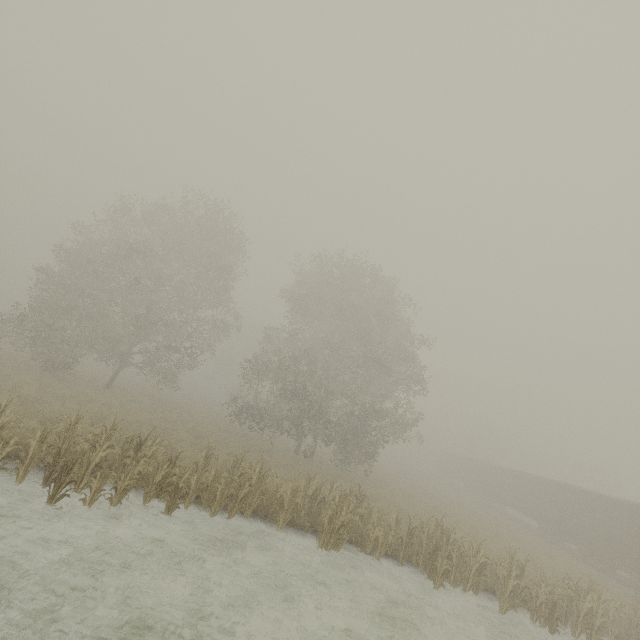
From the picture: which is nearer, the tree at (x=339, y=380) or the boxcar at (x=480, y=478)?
the tree at (x=339, y=380)

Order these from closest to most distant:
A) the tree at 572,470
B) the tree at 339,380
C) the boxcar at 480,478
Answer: the tree at 339,380 < the boxcar at 480,478 < the tree at 572,470

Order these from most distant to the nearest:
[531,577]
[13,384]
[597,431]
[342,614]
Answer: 1. [597,431]
2. [13,384]
3. [531,577]
4. [342,614]

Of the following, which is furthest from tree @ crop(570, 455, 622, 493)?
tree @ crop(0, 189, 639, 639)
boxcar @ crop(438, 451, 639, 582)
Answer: tree @ crop(0, 189, 639, 639)

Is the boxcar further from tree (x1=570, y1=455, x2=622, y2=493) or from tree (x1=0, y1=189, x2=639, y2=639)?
tree (x1=0, y1=189, x2=639, y2=639)

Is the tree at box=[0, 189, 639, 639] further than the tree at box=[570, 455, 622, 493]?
No
